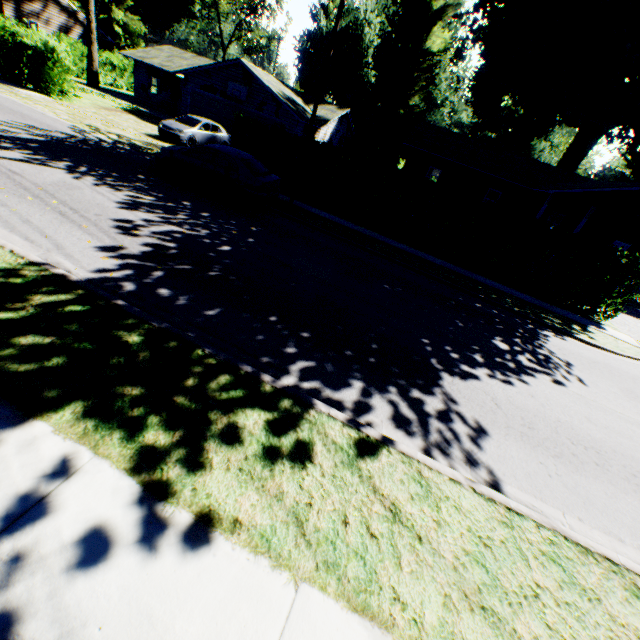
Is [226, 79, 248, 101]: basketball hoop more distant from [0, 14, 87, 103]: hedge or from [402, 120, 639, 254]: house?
[402, 120, 639, 254]: house

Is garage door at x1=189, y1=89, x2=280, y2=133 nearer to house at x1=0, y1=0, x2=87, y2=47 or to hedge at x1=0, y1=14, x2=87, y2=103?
hedge at x1=0, y1=14, x2=87, y2=103

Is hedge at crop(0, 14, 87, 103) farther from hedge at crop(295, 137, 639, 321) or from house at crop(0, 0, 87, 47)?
hedge at crop(295, 137, 639, 321)

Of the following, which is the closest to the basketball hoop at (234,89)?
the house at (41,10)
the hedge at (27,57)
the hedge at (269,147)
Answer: the hedge at (27,57)

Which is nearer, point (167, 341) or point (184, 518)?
point (184, 518)

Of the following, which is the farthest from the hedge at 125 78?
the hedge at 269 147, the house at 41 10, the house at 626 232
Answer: the house at 626 232

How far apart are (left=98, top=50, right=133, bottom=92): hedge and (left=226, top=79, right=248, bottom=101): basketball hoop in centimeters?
2091cm

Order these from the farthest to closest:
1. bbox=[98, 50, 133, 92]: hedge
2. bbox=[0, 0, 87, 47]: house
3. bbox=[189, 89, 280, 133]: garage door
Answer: bbox=[98, 50, 133, 92]: hedge, bbox=[0, 0, 87, 47]: house, bbox=[189, 89, 280, 133]: garage door
